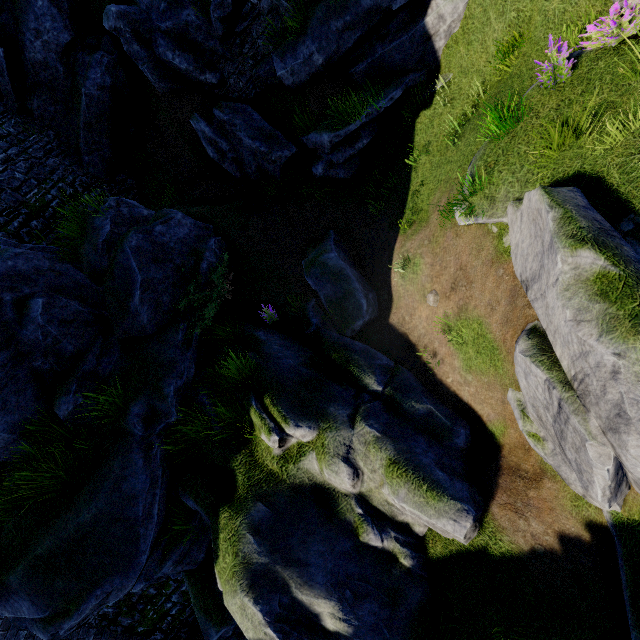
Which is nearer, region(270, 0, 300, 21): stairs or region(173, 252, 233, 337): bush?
region(173, 252, 233, 337): bush

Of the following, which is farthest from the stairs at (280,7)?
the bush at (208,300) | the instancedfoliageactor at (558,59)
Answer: the bush at (208,300)

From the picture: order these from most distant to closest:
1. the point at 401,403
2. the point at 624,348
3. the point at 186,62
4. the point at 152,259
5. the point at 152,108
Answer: the point at 152,108, the point at 186,62, the point at 152,259, the point at 401,403, the point at 624,348

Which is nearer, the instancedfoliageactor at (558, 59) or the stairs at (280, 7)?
the instancedfoliageactor at (558, 59)

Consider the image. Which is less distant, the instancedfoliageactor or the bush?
the instancedfoliageactor

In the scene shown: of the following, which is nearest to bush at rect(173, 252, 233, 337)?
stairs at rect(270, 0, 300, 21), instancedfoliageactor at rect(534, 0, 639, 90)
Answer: stairs at rect(270, 0, 300, 21)

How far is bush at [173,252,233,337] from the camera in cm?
786
